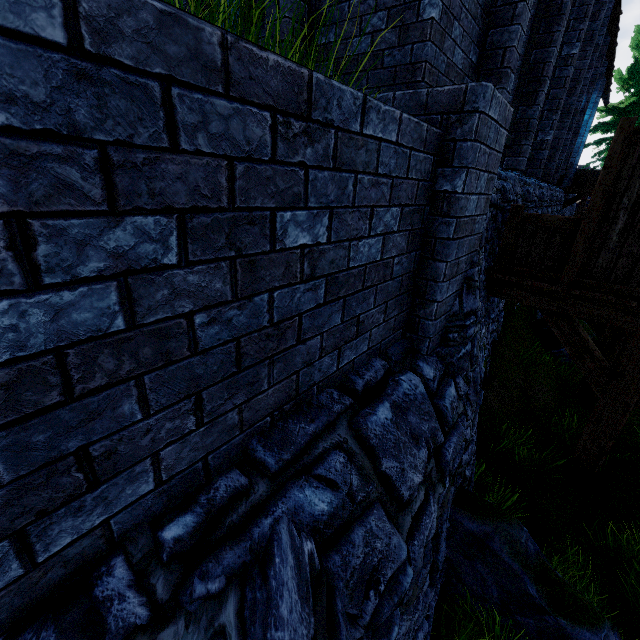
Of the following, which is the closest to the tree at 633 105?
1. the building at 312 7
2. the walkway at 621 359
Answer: the building at 312 7

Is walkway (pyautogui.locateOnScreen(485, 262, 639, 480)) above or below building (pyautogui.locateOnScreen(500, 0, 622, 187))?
below

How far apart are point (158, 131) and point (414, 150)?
1.8 meters

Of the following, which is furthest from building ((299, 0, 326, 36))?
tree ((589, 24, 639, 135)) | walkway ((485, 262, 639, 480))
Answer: walkway ((485, 262, 639, 480))

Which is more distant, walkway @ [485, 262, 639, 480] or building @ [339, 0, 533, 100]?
walkway @ [485, 262, 639, 480]

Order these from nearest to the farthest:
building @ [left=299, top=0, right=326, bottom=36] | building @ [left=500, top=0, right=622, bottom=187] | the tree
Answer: building @ [left=299, top=0, right=326, bottom=36]
building @ [left=500, top=0, right=622, bottom=187]
the tree

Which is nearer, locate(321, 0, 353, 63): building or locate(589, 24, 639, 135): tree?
locate(321, 0, 353, 63): building

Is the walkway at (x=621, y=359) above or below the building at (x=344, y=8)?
below
